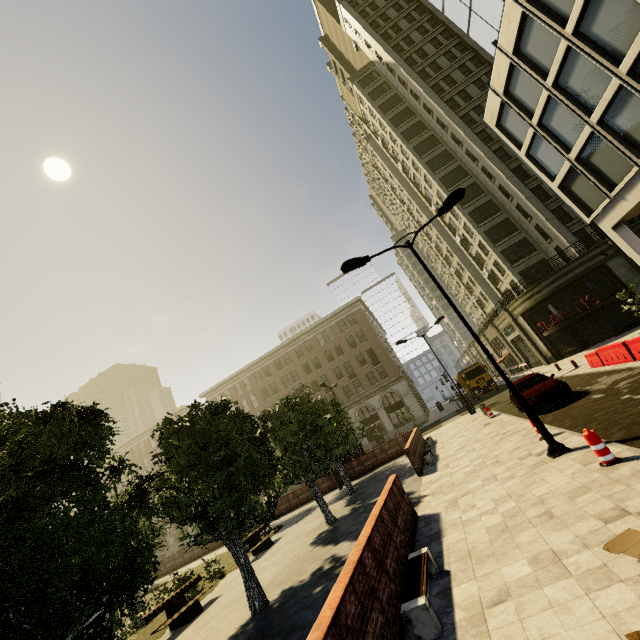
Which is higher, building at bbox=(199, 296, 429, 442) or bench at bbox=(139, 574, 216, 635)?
building at bbox=(199, 296, 429, 442)

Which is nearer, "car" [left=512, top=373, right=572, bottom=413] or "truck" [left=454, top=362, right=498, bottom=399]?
"car" [left=512, top=373, right=572, bottom=413]

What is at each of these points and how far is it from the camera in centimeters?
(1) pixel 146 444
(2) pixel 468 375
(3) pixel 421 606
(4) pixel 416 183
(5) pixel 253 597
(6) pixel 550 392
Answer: (1) building, 5588cm
(2) truck, 3559cm
(3) bench, 447cm
(4) building, 4797cm
(5) tree, 871cm
(6) car, 1352cm

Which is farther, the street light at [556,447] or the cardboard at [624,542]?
the street light at [556,447]

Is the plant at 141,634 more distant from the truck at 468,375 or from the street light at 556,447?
the truck at 468,375

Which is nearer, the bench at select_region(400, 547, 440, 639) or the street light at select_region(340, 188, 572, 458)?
the bench at select_region(400, 547, 440, 639)

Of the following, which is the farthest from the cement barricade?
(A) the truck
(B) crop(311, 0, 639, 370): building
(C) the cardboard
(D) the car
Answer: (A) the truck

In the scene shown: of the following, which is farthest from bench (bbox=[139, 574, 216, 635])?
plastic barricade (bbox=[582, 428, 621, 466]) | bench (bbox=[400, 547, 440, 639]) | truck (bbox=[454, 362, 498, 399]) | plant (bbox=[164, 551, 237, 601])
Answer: truck (bbox=[454, 362, 498, 399])
